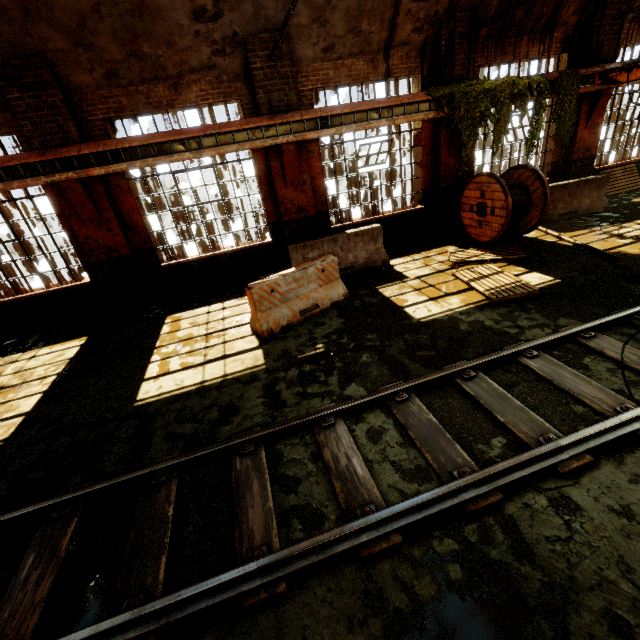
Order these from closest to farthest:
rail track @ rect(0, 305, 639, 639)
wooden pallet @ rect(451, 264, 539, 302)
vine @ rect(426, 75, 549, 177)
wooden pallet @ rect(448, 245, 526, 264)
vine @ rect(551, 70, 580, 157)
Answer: rail track @ rect(0, 305, 639, 639), wooden pallet @ rect(451, 264, 539, 302), wooden pallet @ rect(448, 245, 526, 264), vine @ rect(426, 75, 549, 177), vine @ rect(551, 70, 580, 157)

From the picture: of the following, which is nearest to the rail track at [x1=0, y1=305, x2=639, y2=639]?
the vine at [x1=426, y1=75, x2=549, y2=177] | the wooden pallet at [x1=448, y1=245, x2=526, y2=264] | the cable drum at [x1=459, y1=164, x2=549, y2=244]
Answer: the wooden pallet at [x1=448, y1=245, x2=526, y2=264]

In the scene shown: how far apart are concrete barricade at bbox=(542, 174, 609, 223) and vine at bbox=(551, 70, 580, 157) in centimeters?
95cm

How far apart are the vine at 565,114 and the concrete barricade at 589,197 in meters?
0.9 m

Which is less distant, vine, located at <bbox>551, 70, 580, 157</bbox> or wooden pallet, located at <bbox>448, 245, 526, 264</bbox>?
wooden pallet, located at <bbox>448, 245, 526, 264</bbox>

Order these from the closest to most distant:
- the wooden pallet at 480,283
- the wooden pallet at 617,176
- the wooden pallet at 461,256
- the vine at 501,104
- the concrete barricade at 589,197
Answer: the wooden pallet at 480,283
the wooden pallet at 461,256
the vine at 501,104
the concrete barricade at 589,197
the wooden pallet at 617,176

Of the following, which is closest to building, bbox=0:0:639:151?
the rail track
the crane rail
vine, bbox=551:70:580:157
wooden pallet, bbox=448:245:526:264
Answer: the crane rail

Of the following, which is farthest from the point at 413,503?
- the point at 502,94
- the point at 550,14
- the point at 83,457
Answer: the point at 550,14
